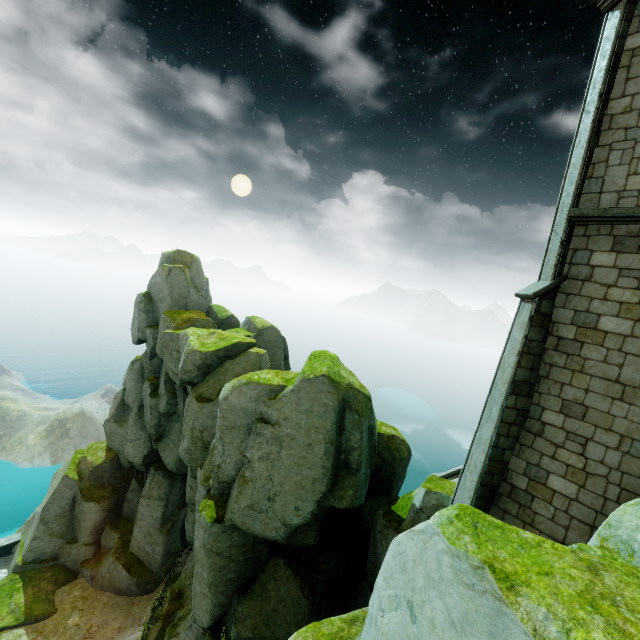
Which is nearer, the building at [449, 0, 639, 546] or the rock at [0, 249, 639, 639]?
the rock at [0, 249, 639, 639]

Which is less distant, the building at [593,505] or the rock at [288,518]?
the rock at [288,518]

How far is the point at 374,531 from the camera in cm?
1102
